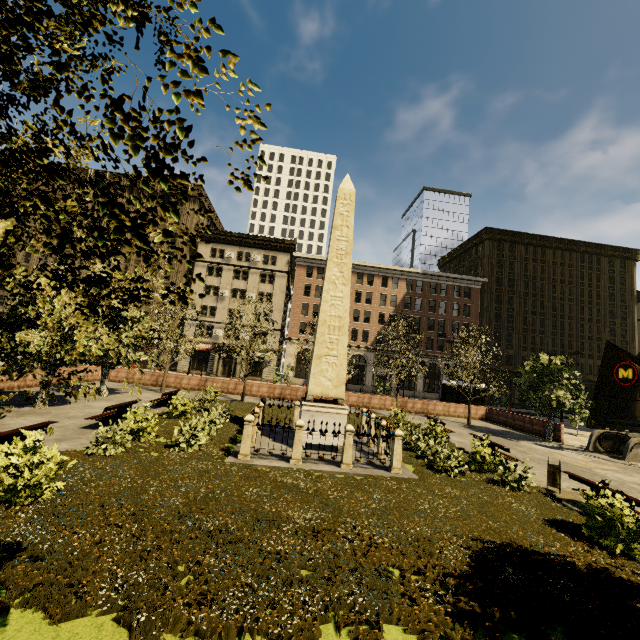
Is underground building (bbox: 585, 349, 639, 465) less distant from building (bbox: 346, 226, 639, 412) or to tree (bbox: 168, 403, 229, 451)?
tree (bbox: 168, 403, 229, 451)

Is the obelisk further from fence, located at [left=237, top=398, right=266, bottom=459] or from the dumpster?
the dumpster

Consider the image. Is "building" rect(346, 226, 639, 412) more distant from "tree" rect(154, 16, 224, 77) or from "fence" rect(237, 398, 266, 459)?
"fence" rect(237, 398, 266, 459)

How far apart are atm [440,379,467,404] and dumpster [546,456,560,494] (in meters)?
18.77

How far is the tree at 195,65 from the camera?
0.9 meters

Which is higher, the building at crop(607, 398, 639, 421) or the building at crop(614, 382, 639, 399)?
the building at crop(614, 382, 639, 399)

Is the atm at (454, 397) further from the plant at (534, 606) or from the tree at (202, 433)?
the plant at (534, 606)

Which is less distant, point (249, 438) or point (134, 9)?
point (134, 9)
